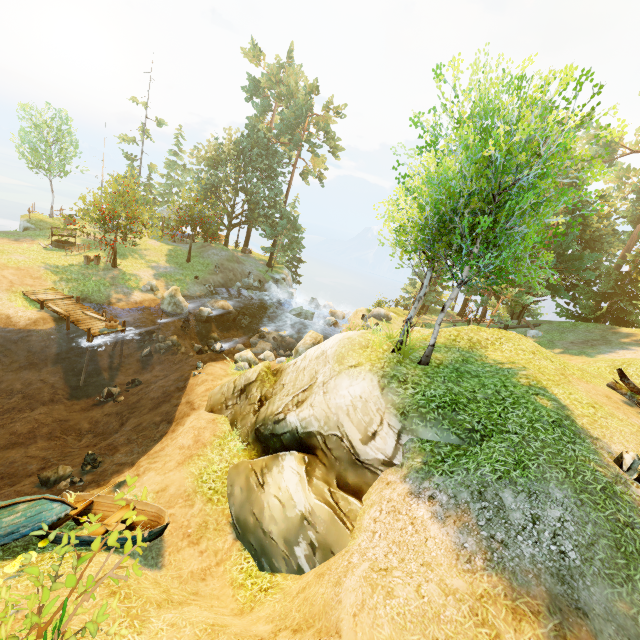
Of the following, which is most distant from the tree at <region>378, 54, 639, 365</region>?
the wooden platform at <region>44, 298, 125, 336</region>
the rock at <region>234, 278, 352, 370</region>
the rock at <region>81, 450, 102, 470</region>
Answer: the rock at <region>81, 450, 102, 470</region>

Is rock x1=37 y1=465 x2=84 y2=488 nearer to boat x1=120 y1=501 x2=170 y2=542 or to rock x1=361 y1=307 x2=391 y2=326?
boat x1=120 y1=501 x2=170 y2=542

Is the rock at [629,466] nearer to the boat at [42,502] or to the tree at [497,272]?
the tree at [497,272]

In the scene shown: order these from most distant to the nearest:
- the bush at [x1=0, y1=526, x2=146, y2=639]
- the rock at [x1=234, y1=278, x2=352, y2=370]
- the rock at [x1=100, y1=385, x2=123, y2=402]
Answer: the rock at [x1=234, y1=278, x2=352, y2=370]
the rock at [x1=100, y1=385, x2=123, y2=402]
the bush at [x1=0, y1=526, x2=146, y2=639]

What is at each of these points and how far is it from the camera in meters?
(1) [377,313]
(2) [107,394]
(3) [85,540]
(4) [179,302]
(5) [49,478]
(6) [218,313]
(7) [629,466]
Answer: (1) rock, 30.9
(2) rock, 16.7
(3) boat, 7.7
(4) rock, 24.3
(5) rock, 10.3
(6) rock, 26.9
(7) rock, 7.0

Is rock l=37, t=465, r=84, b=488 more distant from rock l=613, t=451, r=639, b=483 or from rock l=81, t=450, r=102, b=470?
rock l=613, t=451, r=639, b=483

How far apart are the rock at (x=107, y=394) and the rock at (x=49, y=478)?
6.2 meters

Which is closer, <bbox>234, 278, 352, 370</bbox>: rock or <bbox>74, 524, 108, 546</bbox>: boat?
<bbox>74, 524, 108, 546</bbox>: boat
